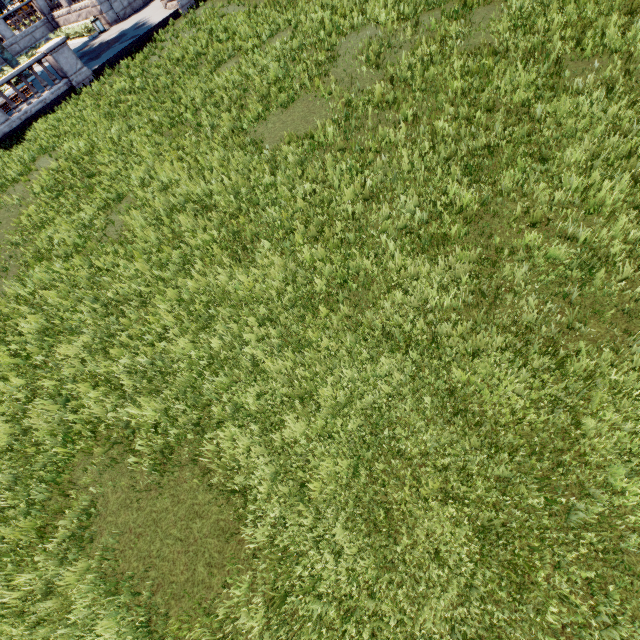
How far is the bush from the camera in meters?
26.6

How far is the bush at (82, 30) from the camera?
26.6 meters

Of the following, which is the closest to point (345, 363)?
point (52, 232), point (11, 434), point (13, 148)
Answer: point (11, 434)
